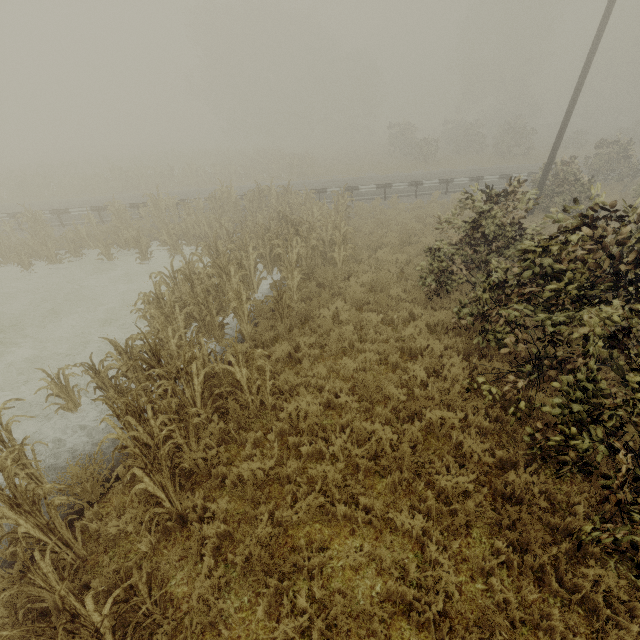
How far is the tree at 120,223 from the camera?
13.2m

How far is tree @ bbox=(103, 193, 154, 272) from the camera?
13.2 meters

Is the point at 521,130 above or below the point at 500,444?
above

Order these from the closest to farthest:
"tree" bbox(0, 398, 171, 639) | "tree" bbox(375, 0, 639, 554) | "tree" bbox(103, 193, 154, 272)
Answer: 1. "tree" bbox(0, 398, 171, 639)
2. "tree" bbox(375, 0, 639, 554)
3. "tree" bbox(103, 193, 154, 272)

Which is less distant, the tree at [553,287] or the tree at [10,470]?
the tree at [10,470]

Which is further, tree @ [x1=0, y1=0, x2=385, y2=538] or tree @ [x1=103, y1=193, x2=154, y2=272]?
tree @ [x1=103, y1=193, x2=154, y2=272]
